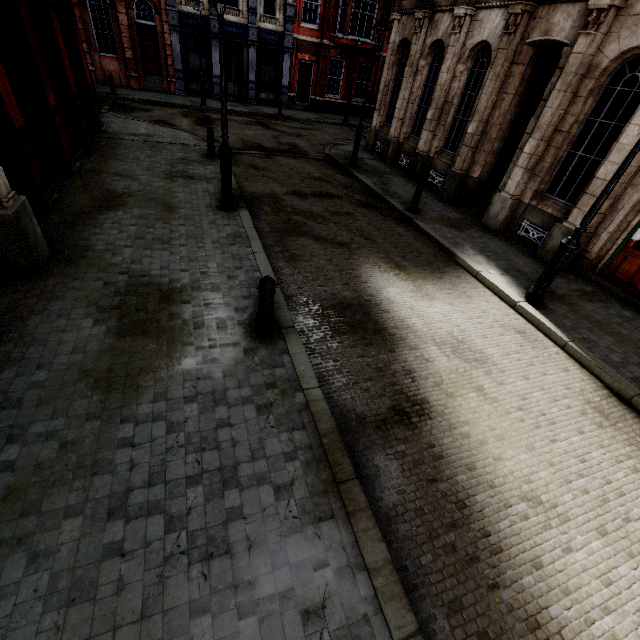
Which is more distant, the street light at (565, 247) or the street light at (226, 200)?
the street light at (226, 200)

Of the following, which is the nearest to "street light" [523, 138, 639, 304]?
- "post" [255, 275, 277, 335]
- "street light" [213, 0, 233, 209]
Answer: "post" [255, 275, 277, 335]

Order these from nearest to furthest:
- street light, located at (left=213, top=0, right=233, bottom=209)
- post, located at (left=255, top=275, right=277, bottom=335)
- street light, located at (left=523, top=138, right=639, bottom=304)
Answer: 1. post, located at (left=255, top=275, right=277, bottom=335)
2. street light, located at (left=523, top=138, right=639, bottom=304)
3. street light, located at (left=213, top=0, right=233, bottom=209)

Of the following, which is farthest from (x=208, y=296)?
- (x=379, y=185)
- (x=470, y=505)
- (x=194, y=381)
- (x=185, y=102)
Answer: (x=185, y=102)

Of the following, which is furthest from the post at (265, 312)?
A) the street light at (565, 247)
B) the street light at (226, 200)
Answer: the street light at (565, 247)

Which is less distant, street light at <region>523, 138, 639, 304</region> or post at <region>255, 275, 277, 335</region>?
post at <region>255, 275, 277, 335</region>

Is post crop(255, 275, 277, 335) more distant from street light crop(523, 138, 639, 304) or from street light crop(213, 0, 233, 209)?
street light crop(523, 138, 639, 304)
